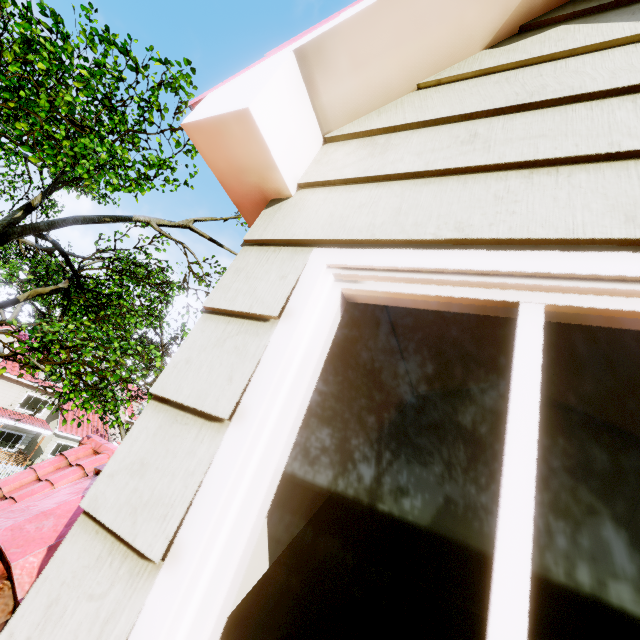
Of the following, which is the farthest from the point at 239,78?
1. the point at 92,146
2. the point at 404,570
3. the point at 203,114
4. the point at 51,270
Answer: the point at 51,270
